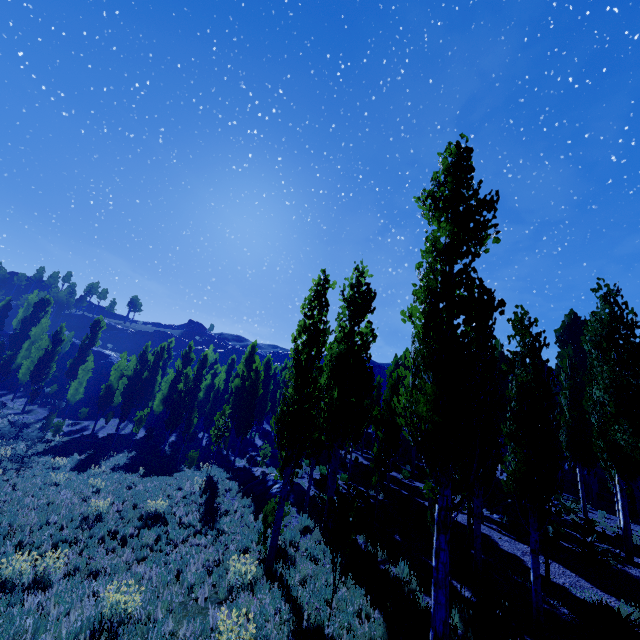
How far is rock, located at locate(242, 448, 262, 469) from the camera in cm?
2608

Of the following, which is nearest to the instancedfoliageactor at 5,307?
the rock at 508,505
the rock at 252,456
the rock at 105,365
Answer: the rock at 252,456

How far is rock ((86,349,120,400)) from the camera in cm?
5212

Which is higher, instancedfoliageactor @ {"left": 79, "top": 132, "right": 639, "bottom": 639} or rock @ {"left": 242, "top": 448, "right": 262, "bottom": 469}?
instancedfoliageactor @ {"left": 79, "top": 132, "right": 639, "bottom": 639}

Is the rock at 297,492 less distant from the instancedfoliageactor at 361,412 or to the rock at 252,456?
the instancedfoliageactor at 361,412

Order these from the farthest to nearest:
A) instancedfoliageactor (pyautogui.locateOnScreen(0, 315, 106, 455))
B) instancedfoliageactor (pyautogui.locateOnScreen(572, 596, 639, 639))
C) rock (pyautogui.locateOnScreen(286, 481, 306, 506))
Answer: instancedfoliageactor (pyautogui.locateOnScreen(0, 315, 106, 455))
rock (pyautogui.locateOnScreen(286, 481, 306, 506))
instancedfoliageactor (pyautogui.locateOnScreen(572, 596, 639, 639))

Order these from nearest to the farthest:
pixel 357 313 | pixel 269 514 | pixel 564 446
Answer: pixel 269 514 < pixel 357 313 < pixel 564 446

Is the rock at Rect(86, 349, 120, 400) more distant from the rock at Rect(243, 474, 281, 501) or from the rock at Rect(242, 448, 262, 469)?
the rock at Rect(243, 474, 281, 501)
